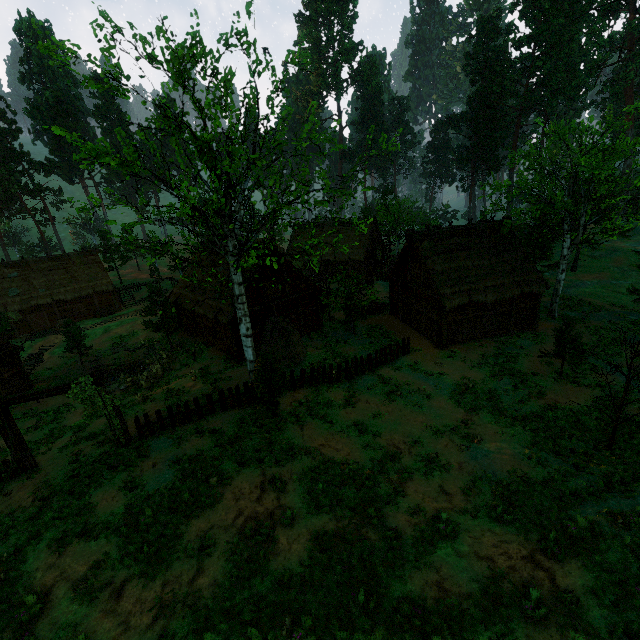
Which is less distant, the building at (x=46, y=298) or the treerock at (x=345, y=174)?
the treerock at (x=345, y=174)

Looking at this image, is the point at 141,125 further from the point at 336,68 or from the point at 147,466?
the point at 336,68

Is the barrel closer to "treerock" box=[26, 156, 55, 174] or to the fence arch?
"treerock" box=[26, 156, 55, 174]

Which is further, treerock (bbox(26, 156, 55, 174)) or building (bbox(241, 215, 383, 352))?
treerock (bbox(26, 156, 55, 174))

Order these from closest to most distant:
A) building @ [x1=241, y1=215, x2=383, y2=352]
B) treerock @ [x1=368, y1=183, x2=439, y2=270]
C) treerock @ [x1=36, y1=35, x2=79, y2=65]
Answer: treerock @ [x1=36, y1=35, x2=79, y2=65]
building @ [x1=241, y1=215, x2=383, y2=352]
treerock @ [x1=368, y1=183, x2=439, y2=270]

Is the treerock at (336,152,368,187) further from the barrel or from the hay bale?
the hay bale

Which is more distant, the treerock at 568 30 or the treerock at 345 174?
the treerock at 568 30

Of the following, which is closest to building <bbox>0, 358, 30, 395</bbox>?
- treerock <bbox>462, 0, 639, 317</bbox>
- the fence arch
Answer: treerock <bbox>462, 0, 639, 317</bbox>
